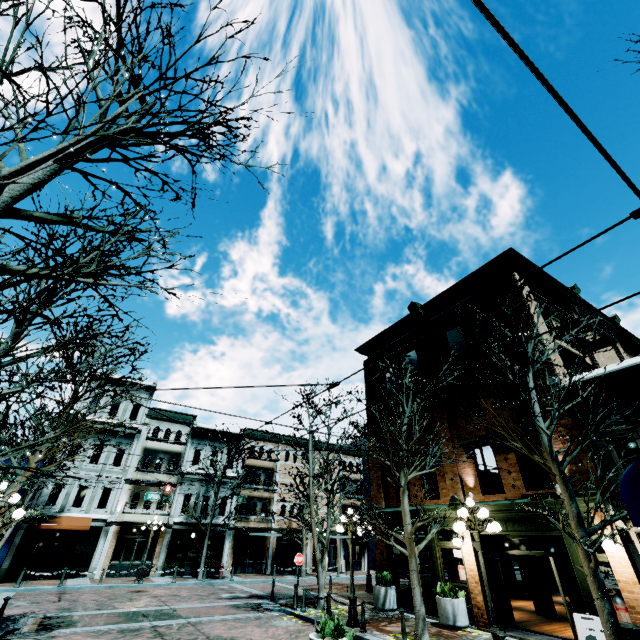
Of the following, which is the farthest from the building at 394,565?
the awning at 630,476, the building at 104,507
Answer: the building at 104,507

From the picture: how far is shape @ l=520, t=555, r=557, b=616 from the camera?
14.0m

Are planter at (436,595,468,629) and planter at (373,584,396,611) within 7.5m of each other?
yes

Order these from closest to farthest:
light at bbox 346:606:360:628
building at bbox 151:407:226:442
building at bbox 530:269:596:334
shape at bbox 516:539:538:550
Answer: light at bbox 346:606:360:628
building at bbox 530:269:596:334
shape at bbox 516:539:538:550
building at bbox 151:407:226:442

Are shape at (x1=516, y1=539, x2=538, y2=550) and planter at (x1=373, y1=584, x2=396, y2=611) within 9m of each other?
yes

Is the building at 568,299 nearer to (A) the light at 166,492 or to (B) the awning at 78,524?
(A) the light at 166,492

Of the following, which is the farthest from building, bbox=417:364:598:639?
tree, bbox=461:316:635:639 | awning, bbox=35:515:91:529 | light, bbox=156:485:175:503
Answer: awning, bbox=35:515:91:529

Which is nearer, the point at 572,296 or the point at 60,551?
the point at 572,296
